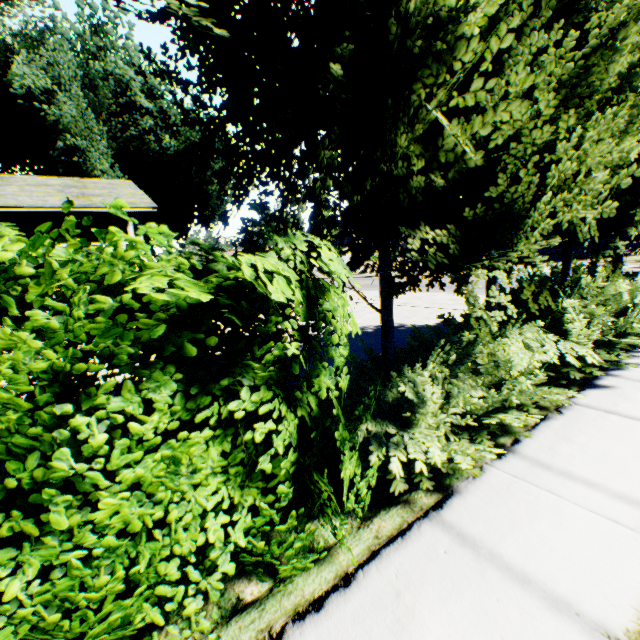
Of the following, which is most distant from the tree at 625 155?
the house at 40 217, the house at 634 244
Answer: the house at 634 244

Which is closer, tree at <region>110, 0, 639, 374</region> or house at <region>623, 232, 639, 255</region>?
tree at <region>110, 0, 639, 374</region>

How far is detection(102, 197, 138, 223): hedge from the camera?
1.3 meters

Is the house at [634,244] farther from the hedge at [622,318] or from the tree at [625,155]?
the tree at [625,155]

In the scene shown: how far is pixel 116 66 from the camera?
22.4m

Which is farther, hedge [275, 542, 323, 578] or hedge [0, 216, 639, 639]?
hedge [275, 542, 323, 578]

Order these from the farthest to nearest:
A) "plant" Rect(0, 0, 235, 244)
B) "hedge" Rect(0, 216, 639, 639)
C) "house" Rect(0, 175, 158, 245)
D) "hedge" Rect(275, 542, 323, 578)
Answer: "plant" Rect(0, 0, 235, 244), "house" Rect(0, 175, 158, 245), "hedge" Rect(275, 542, 323, 578), "hedge" Rect(0, 216, 639, 639)

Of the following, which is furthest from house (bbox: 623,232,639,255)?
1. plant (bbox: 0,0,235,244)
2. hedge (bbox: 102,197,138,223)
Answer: hedge (bbox: 102,197,138,223)
